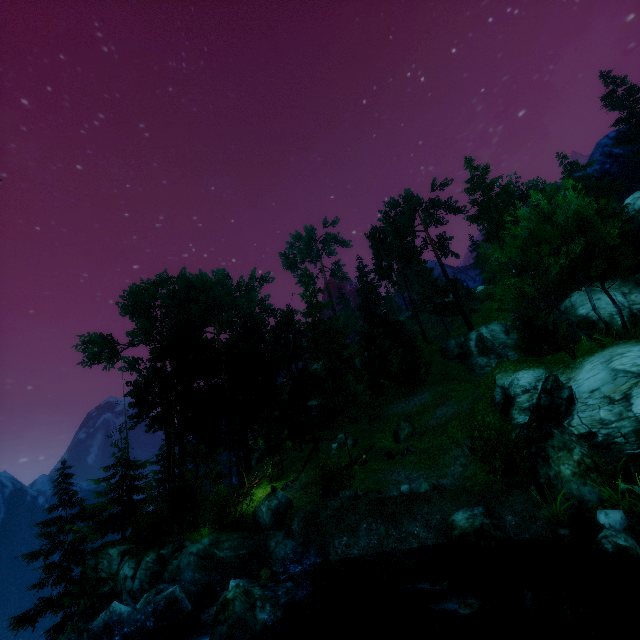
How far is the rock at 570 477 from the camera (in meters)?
10.38

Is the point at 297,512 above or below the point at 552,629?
above

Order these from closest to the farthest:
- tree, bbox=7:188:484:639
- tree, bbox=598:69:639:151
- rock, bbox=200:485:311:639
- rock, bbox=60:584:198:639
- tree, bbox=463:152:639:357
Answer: rock, bbox=200:485:311:639 → rock, bbox=60:584:198:639 → tree, bbox=463:152:639:357 → tree, bbox=7:188:484:639 → tree, bbox=598:69:639:151

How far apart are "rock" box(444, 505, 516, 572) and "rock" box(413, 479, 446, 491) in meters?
2.6 m

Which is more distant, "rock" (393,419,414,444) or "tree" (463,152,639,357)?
"rock" (393,419,414,444)

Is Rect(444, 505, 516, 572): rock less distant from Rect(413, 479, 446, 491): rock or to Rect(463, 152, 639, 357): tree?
Rect(413, 479, 446, 491): rock

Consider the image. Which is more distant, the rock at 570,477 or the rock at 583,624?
the rock at 570,477

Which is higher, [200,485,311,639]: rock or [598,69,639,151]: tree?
[598,69,639,151]: tree
